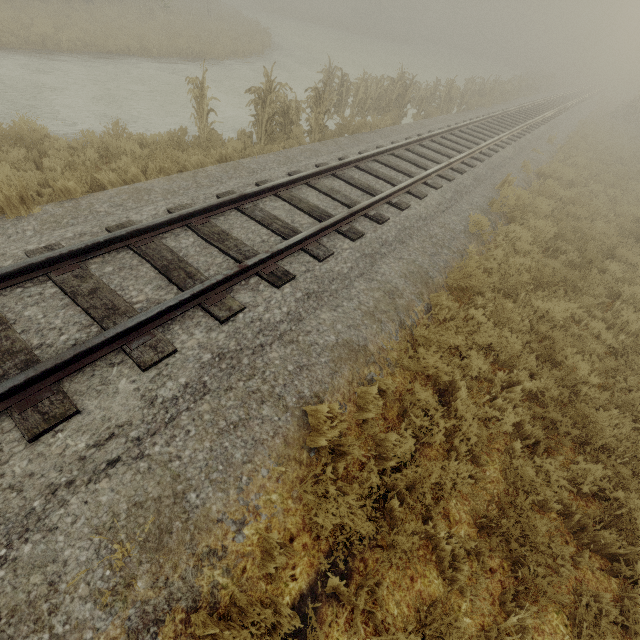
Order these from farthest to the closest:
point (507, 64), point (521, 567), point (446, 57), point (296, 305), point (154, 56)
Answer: point (507, 64)
point (446, 57)
point (154, 56)
point (296, 305)
point (521, 567)

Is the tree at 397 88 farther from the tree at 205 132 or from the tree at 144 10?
Answer: the tree at 144 10

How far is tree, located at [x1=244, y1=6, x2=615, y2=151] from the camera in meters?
9.1 m

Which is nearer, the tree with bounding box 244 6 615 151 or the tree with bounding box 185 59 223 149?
the tree with bounding box 185 59 223 149

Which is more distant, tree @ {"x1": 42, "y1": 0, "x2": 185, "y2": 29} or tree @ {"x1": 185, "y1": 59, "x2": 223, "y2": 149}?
tree @ {"x1": 42, "y1": 0, "x2": 185, "y2": 29}

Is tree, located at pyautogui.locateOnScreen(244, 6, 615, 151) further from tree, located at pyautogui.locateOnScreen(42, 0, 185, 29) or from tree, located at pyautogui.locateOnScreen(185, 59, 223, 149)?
tree, located at pyautogui.locateOnScreen(42, 0, 185, 29)

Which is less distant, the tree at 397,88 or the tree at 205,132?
the tree at 205,132
